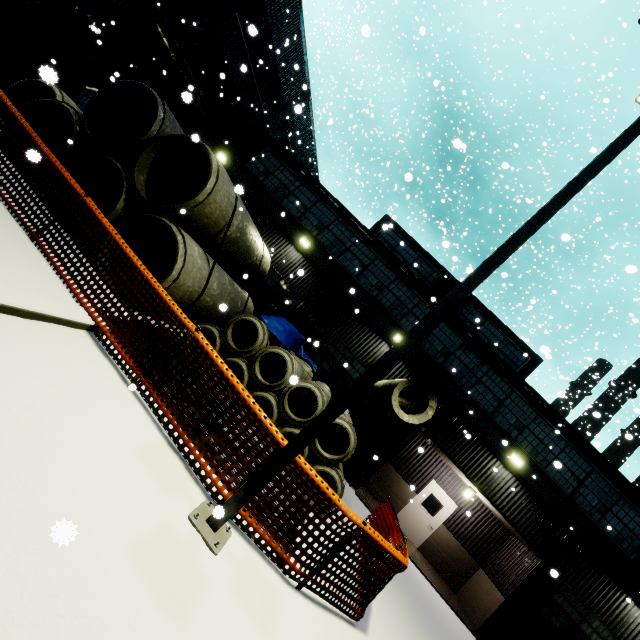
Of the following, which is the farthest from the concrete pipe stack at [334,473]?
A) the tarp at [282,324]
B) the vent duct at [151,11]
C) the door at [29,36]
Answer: the door at [29,36]

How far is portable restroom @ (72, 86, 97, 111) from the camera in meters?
11.9 m

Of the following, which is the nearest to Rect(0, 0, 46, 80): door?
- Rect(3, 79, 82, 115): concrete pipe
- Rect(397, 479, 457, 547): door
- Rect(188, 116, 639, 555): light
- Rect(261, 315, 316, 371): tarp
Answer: Rect(3, 79, 82, 115): concrete pipe

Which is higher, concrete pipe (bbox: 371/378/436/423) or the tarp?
concrete pipe (bbox: 371/378/436/423)

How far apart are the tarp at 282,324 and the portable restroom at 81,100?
10.1 meters

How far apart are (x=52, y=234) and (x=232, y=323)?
3.8m

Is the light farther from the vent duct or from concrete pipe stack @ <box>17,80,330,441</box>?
the vent duct

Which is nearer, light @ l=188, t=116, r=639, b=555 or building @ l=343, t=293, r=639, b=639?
light @ l=188, t=116, r=639, b=555
